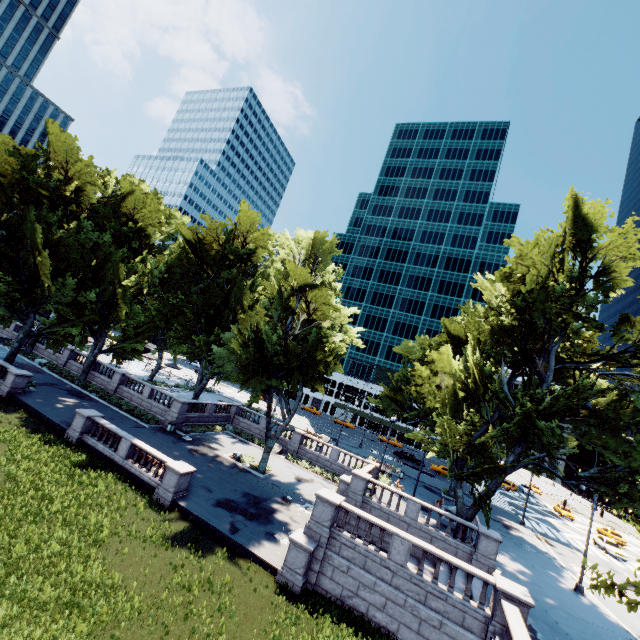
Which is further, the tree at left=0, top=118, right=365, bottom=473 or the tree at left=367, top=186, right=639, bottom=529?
the tree at left=0, top=118, right=365, bottom=473

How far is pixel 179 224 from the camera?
37.5 meters

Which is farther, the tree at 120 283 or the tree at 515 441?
the tree at 120 283
